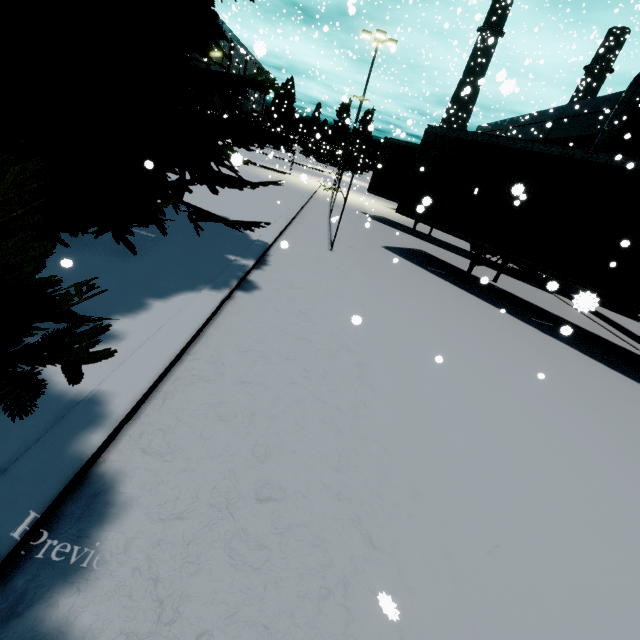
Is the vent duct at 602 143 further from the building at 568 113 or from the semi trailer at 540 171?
the semi trailer at 540 171

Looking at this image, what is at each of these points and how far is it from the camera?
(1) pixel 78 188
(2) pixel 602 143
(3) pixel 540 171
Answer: (1) tree, 3.34m
(2) vent duct, 20.05m
(3) semi trailer, 8.17m

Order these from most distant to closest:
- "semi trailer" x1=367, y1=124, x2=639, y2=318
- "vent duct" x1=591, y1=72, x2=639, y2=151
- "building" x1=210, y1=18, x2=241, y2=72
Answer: "building" x1=210, y1=18, x2=241, y2=72
"vent duct" x1=591, y1=72, x2=639, y2=151
"semi trailer" x1=367, y1=124, x2=639, y2=318

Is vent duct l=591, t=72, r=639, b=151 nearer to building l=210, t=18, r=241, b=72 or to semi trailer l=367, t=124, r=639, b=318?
building l=210, t=18, r=241, b=72

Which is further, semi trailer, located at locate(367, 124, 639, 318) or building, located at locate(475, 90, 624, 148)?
building, located at locate(475, 90, 624, 148)

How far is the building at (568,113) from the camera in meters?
22.4 m

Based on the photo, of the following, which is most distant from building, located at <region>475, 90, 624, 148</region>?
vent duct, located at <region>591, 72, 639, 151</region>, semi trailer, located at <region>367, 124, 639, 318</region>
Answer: semi trailer, located at <region>367, 124, 639, 318</region>

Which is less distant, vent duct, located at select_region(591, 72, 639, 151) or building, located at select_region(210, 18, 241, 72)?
vent duct, located at select_region(591, 72, 639, 151)
